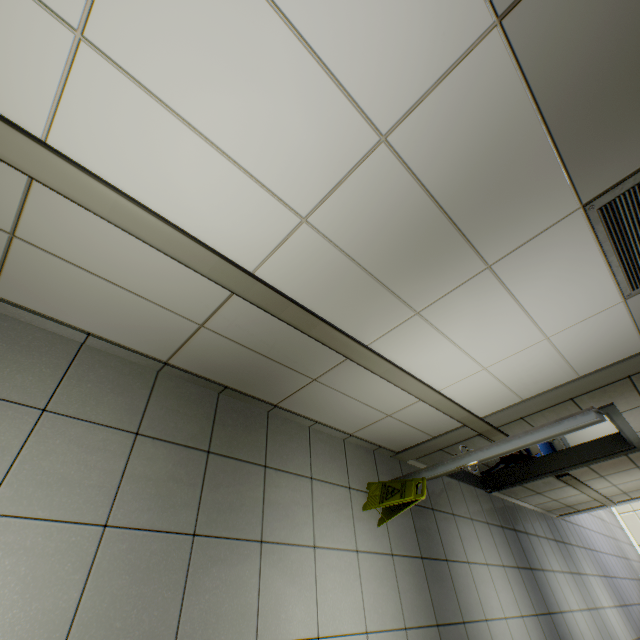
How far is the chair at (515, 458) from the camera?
5.15m

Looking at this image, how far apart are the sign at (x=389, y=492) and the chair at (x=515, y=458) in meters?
3.1 m

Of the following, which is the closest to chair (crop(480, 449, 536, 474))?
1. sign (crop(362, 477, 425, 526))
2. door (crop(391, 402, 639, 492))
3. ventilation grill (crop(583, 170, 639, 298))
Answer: door (crop(391, 402, 639, 492))

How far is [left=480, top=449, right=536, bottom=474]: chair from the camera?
5.2m

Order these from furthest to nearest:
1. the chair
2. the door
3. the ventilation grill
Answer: the chair, the door, the ventilation grill

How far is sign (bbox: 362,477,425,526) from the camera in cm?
288

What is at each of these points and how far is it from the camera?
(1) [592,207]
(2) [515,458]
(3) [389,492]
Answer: (1) ventilation grill, 1.64m
(2) chair, 5.25m
(3) sign, 3.04m

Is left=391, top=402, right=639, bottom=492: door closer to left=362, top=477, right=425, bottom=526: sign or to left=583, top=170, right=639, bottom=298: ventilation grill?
left=362, top=477, right=425, bottom=526: sign
